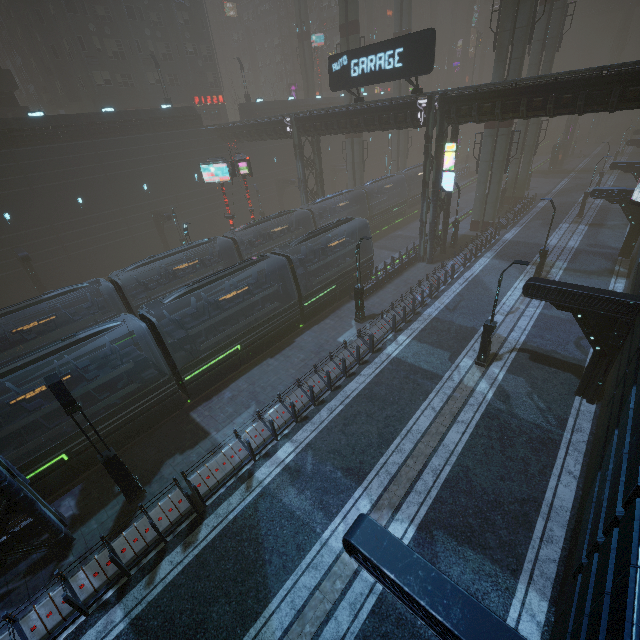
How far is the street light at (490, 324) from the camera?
13.27m

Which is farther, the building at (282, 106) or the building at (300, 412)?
the building at (282, 106)

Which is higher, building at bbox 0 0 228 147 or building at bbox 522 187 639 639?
building at bbox 0 0 228 147

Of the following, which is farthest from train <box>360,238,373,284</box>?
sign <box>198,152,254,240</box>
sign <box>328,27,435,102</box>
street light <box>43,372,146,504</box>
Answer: street light <box>43,372,146,504</box>

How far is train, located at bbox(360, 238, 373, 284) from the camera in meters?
24.1

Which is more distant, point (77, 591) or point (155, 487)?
point (155, 487)

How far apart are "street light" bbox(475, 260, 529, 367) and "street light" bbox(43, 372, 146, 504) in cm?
1565

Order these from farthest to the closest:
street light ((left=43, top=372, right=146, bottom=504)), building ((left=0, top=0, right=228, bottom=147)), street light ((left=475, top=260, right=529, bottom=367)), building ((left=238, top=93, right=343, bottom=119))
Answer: building ((left=238, top=93, right=343, bottom=119))
building ((left=0, top=0, right=228, bottom=147))
street light ((left=475, top=260, right=529, bottom=367))
street light ((left=43, top=372, right=146, bottom=504))
